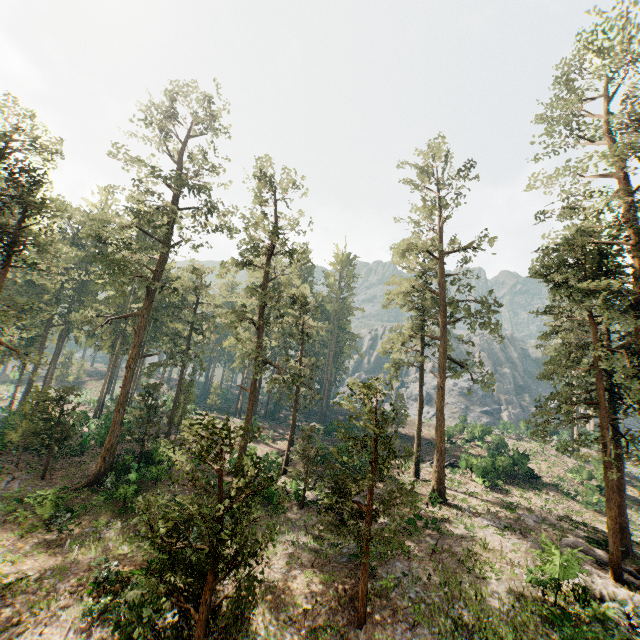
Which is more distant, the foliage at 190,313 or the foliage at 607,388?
the foliage at 607,388

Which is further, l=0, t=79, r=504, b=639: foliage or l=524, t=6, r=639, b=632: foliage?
l=524, t=6, r=639, b=632: foliage

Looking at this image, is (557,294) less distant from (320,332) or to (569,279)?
(569,279)
